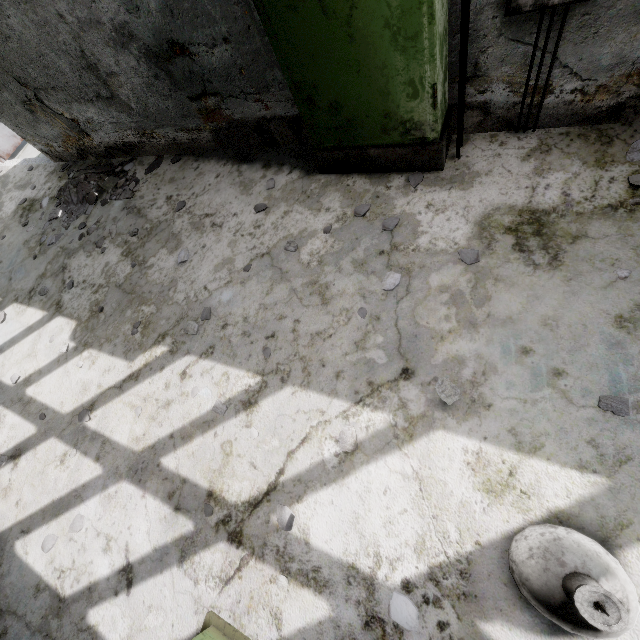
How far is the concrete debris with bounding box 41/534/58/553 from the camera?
3.2 meters

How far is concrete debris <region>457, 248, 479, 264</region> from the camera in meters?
2.8

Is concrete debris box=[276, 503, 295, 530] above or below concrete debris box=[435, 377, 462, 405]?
below

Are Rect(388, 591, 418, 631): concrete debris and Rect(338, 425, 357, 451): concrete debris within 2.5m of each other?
yes

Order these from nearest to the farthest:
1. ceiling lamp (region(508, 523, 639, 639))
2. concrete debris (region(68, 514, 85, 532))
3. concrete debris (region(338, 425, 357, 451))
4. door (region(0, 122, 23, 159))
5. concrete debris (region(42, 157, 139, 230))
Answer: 1. ceiling lamp (region(508, 523, 639, 639))
2. concrete debris (region(338, 425, 357, 451))
3. concrete debris (region(68, 514, 85, 532))
4. concrete debris (region(42, 157, 139, 230))
5. door (region(0, 122, 23, 159))

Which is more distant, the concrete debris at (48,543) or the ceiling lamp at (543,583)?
the concrete debris at (48,543)

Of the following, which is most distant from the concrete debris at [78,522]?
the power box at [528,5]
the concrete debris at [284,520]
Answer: the power box at [528,5]

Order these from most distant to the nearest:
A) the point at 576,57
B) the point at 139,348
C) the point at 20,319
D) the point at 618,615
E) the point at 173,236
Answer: the point at 20,319 → the point at 173,236 → the point at 139,348 → the point at 576,57 → the point at 618,615
